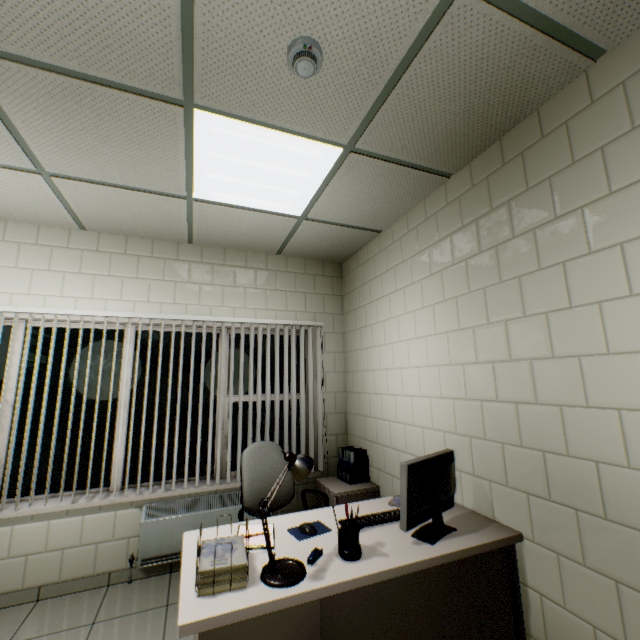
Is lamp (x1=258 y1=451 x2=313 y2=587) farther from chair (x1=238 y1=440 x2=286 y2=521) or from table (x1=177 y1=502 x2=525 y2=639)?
chair (x1=238 y1=440 x2=286 y2=521)

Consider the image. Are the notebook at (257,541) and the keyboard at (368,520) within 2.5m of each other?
yes

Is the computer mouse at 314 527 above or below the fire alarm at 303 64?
below

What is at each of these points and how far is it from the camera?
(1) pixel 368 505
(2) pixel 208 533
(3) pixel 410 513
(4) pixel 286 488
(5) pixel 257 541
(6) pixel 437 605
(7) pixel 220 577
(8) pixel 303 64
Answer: (1) table, 2.3m
(2) table, 1.9m
(3) monitor, 1.7m
(4) chair, 2.9m
(5) notebook, 1.8m
(6) table, 1.7m
(7) paper stack, 1.4m
(8) fire alarm, 1.5m

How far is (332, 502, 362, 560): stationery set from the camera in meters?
1.6 m

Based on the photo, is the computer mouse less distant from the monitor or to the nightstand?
the monitor

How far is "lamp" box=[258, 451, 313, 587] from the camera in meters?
1.4 m

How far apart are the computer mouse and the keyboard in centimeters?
9cm
